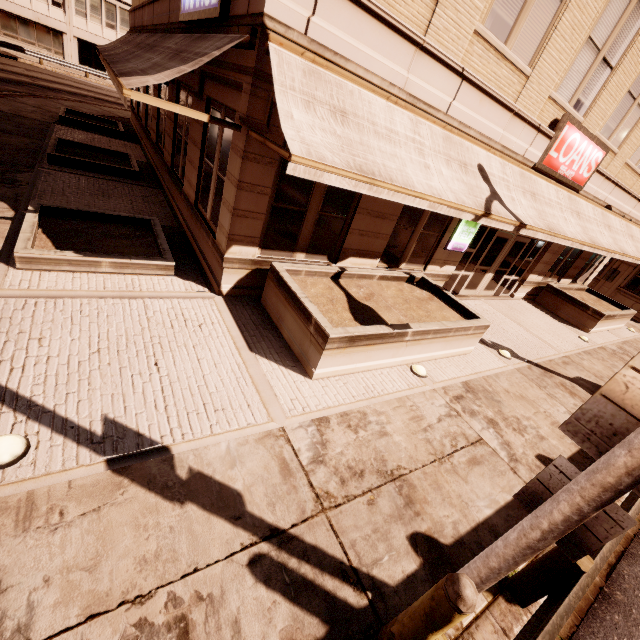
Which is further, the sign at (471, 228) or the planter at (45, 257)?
the sign at (471, 228)

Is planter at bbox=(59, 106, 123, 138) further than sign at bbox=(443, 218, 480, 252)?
Yes

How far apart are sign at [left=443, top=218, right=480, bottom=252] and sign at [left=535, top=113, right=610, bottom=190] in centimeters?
179cm

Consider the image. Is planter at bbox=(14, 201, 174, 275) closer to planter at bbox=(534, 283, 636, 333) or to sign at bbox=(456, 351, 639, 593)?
sign at bbox=(456, 351, 639, 593)

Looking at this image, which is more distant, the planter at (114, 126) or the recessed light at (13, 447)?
the planter at (114, 126)

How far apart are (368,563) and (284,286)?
4.5m

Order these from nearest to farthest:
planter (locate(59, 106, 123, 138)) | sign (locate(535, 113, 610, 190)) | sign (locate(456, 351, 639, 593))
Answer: sign (locate(456, 351, 639, 593)) → sign (locate(535, 113, 610, 190)) → planter (locate(59, 106, 123, 138))

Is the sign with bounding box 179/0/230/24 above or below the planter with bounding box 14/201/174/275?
above
